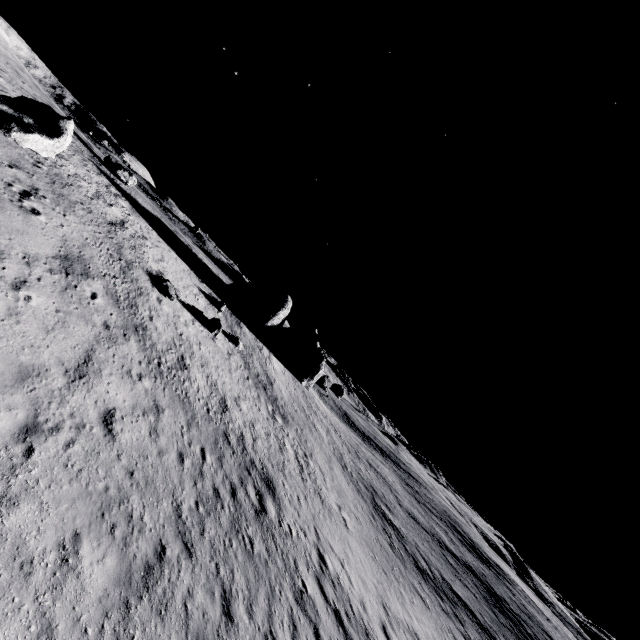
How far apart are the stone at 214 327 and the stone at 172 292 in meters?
3.6

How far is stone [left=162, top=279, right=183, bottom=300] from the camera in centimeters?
2275cm

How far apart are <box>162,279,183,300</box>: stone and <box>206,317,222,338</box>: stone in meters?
3.6 m

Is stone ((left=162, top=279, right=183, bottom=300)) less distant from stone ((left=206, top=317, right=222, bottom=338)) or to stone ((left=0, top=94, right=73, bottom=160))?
stone ((left=206, top=317, right=222, bottom=338))

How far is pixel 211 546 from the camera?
10.3m

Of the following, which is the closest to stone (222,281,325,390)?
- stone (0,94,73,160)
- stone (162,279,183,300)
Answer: stone (162,279,183,300)

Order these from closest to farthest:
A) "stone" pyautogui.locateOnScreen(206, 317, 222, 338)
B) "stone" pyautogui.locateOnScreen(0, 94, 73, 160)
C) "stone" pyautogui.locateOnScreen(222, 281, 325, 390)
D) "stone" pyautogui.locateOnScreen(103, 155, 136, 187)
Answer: "stone" pyautogui.locateOnScreen(0, 94, 73, 160)
"stone" pyautogui.locateOnScreen(206, 317, 222, 338)
"stone" pyautogui.locateOnScreen(103, 155, 136, 187)
"stone" pyautogui.locateOnScreen(222, 281, 325, 390)

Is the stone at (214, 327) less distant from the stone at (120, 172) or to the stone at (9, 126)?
the stone at (9, 126)
